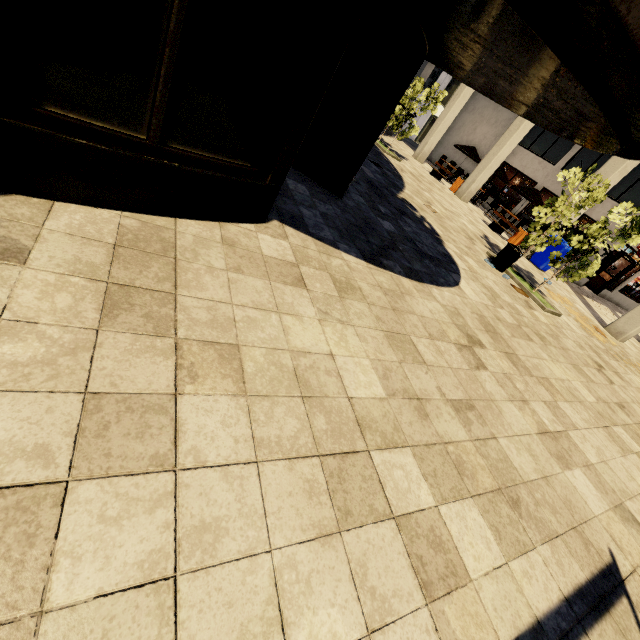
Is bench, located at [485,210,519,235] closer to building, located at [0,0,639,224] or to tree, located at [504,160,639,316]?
tree, located at [504,160,639,316]

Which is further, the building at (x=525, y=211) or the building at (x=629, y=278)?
the building at (x=525, y=211)

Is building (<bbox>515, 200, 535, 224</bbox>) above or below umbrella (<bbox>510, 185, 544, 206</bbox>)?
below

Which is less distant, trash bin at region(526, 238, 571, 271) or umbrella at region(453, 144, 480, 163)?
trash bin at region(526, 238, 571, 271)

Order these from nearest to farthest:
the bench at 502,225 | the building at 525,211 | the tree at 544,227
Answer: the tree at 544,227, the bench at 502,225, the building at 525,211

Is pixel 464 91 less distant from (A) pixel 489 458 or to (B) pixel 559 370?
(B) pixel 559 370

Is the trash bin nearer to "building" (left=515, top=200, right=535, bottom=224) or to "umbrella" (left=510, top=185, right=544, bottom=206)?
"building" (left=515, top=200, right=535, bottom=224)

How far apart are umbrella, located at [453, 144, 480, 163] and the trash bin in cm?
941
